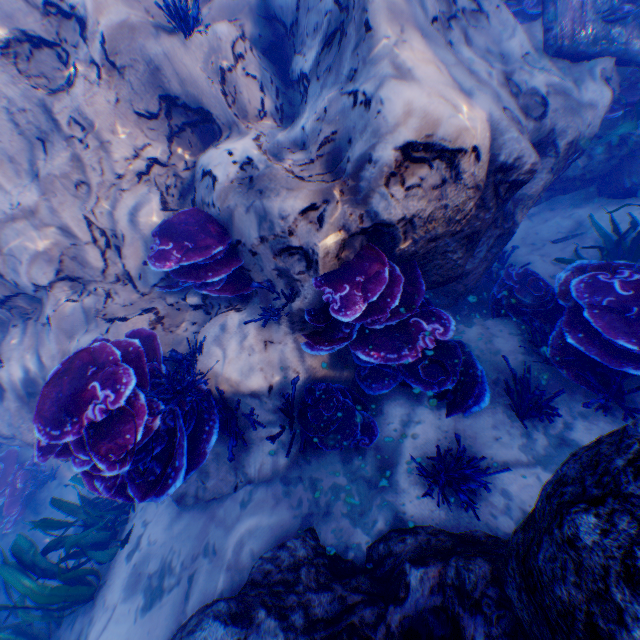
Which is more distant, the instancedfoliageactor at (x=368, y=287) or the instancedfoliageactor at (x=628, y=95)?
the instancedfoliageactor at (x=628, y=95)

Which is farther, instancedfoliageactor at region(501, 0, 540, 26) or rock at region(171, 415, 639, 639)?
instancedfoliageactor at region(501, 0, 540, 26)

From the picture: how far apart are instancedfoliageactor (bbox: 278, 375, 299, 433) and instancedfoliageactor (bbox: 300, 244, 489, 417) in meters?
0.2 m

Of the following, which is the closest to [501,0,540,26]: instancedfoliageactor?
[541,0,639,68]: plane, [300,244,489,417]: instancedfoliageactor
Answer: [541,0,639,68]: plane

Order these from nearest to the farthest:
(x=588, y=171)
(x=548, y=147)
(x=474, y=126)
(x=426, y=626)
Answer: (x=426, y=626) < (x=474, y=126) < (x=548, y=147) < (x=588, y=171)

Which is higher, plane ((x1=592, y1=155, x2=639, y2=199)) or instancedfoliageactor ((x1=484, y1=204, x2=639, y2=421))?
instancedfoliageactor ((x1=484, y1=204, x2=639, y2=421))

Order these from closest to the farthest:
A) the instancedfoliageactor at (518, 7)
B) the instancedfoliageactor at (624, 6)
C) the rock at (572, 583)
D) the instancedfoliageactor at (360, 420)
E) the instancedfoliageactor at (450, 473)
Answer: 1. the rock at (572, 583)
2. the instancedfoliageactor at (450, 473)
3. the instancedfoliageactor at (360, 420)
4. the instancedfoliageactor at (624, 6)
5. the instancedfoliageactor at (518, 7)

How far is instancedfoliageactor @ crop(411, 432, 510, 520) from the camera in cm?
265
